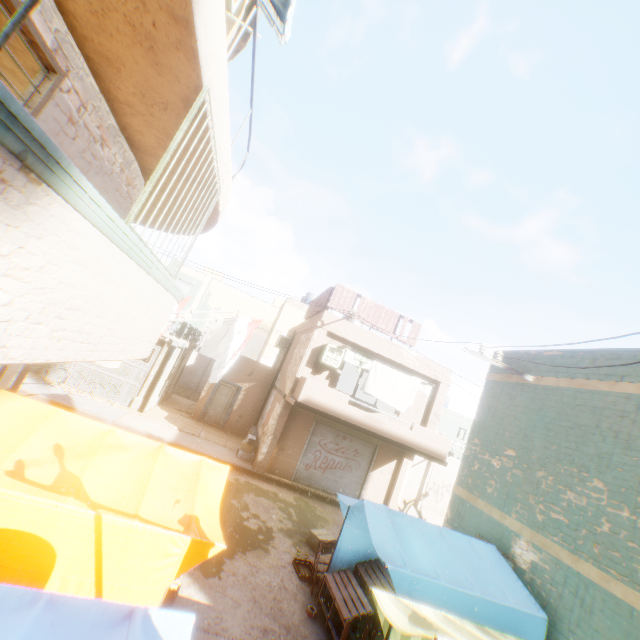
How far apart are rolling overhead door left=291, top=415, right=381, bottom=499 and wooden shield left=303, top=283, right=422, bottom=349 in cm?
33

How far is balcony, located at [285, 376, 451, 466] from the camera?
12.06m

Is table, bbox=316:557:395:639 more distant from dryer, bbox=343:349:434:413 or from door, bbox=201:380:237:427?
door, bbox=201:380:237:427

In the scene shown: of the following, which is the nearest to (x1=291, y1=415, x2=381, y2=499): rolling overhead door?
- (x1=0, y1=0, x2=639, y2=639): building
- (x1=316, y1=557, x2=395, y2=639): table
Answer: (x1=0, y1=0, x2=639, y2=639): building

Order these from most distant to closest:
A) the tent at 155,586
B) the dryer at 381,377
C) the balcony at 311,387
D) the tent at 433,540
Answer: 1. the dryer at 381,377
2. the balcony at 311,387
3. the tent at 433,540
4. the tent at 155,586

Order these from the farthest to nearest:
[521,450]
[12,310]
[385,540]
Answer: [521,450] < [385,540] < [12,310]

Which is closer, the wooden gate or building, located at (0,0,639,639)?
building, located at (0,0,639,639)

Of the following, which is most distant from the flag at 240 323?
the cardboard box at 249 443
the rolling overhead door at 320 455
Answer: the cardboard box at 249 443
